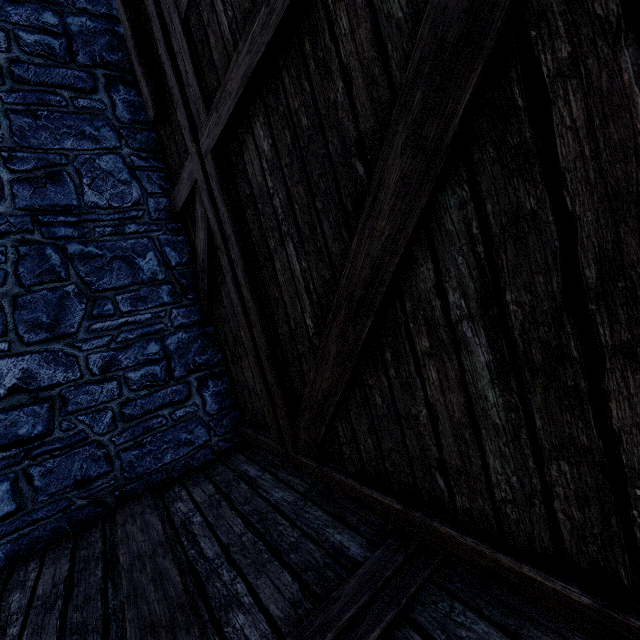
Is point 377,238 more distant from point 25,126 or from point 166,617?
point 25,126
